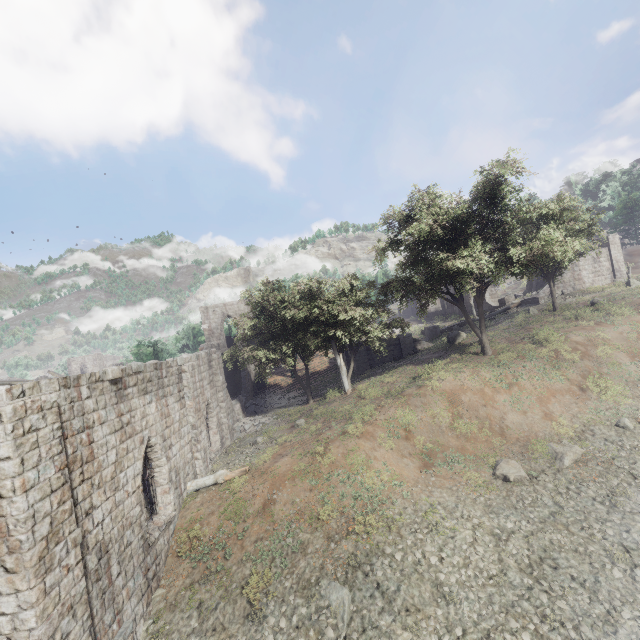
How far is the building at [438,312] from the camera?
48.3m

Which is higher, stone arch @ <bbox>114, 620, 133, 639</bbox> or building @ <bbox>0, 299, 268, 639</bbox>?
building @ <bbox>0, 299, 268, 639</bbox>

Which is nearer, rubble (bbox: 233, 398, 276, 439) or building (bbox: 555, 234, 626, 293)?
rubble (bbox: 233, 398, 276, 439)

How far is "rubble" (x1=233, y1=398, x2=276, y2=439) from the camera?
22.8m

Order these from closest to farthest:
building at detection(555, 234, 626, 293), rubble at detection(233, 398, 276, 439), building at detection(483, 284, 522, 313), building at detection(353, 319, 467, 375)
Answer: rubble at detection(233, 398, 276, 439) < building at detection(353, 319, 467, 375) < building at detection(555, 234, 626, 293) < building at detection(483, 284, 522, 313)

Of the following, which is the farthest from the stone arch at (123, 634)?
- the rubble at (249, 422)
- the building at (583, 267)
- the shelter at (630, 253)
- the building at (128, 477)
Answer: the shelter at (630, 253)

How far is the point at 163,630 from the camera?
9.4m
